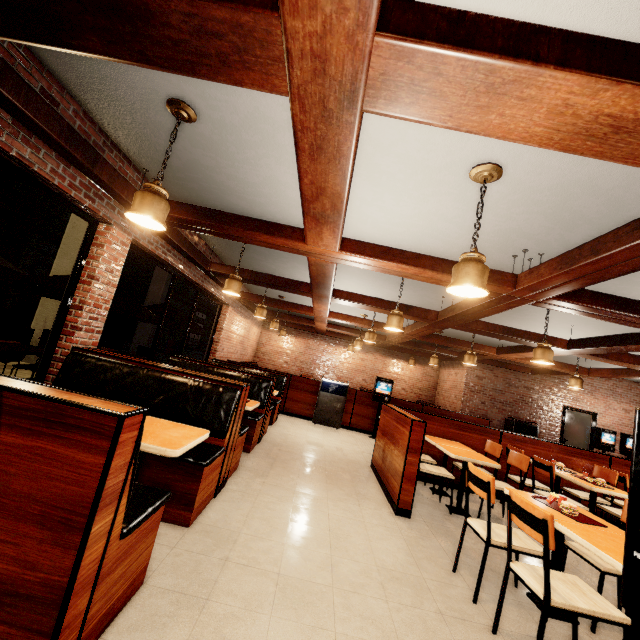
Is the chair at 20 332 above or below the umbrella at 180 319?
below

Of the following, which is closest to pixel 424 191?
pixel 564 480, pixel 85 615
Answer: pixel 85 615

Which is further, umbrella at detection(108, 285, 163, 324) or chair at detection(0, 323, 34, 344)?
chair at detection(0, 323, 34, 344)

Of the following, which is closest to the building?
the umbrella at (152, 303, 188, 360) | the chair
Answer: the umbrella at (152, 303, 188, 360)

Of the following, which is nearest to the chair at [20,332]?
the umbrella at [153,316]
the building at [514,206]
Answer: the umbrella at [153,316]

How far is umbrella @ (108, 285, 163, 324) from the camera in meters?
5.3 m

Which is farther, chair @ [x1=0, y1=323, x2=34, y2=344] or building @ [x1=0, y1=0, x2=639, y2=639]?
chair @ [x1=0, y1=323, x2=34, y2=344]

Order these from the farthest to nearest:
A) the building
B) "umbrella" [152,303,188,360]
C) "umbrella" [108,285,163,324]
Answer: "umbrella" [152,303,188,360]
"umbrella" [108,285,163,324]
the building
